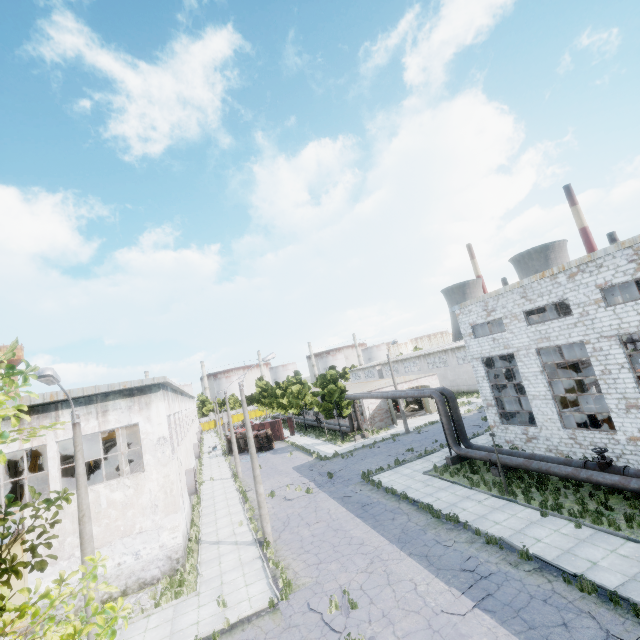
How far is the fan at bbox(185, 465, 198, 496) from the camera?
24.45m

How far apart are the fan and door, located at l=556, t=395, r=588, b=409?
31.87m

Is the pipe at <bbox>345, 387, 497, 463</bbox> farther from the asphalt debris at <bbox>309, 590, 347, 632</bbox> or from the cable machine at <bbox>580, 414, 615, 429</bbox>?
the asphalt debris at <bbox>309, 590, 347, 632</bbox>

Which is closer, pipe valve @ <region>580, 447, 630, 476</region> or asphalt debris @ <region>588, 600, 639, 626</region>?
asphalt debris @ <region>588, 600, 639, 626</region>

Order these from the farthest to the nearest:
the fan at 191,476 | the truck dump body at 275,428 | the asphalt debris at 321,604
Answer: the truck dump body at 275,428, the fan at 191,476, the asphalt debris at 321,604

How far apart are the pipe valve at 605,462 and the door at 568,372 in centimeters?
1580cm

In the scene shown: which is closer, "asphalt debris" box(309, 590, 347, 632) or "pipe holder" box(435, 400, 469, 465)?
"asphalt debris" box(309, 590, 347, 632)

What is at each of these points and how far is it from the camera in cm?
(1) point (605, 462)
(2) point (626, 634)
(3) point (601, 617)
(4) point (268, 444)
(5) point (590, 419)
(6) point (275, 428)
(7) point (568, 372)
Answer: (1) pipe valve, 1488
(2) asphalt debris, 832
(3) asphalt debris, 896
(4) truck, 4422
(5) cable machine, 2161
(6) truck dump body, 5025
(7) door, 2978
